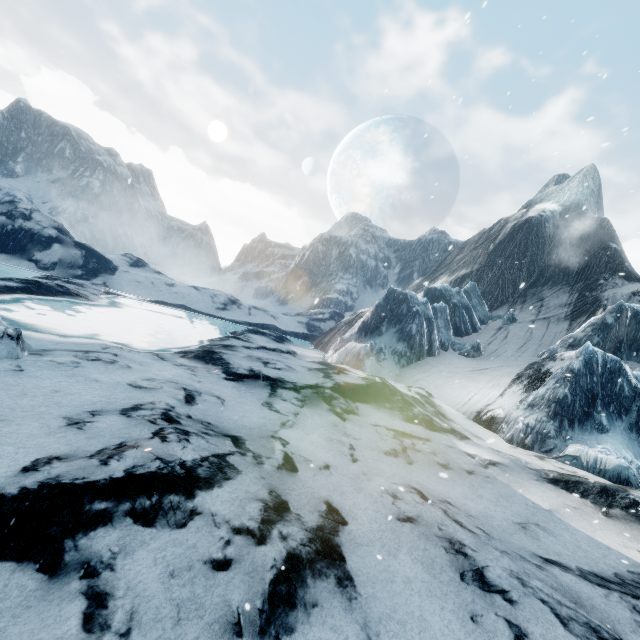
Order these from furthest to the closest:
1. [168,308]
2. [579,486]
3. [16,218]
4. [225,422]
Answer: [16,218], [168,308], [579,486], [225,422]
